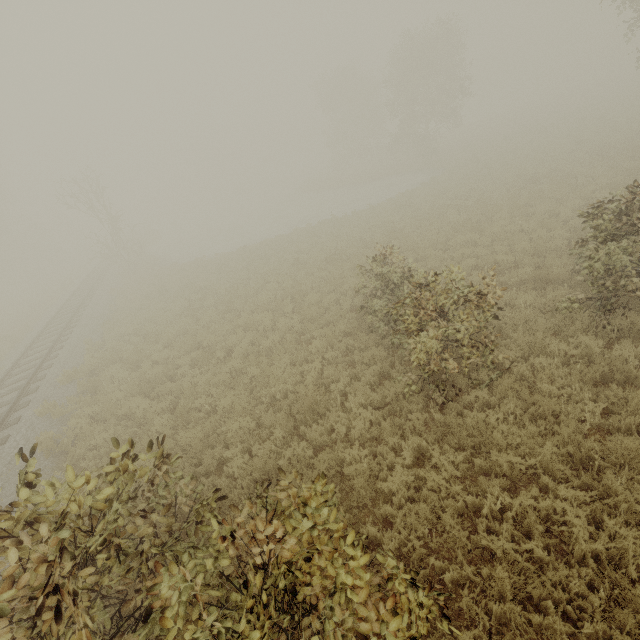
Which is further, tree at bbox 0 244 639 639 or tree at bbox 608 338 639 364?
tree at bbox 608 338 639 364

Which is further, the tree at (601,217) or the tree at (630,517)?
the tree at (601,217)

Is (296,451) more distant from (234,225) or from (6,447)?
(234,225)

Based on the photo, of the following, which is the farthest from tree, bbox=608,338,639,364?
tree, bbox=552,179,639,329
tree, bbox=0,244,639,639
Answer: tree, bbox=0,244,639,639

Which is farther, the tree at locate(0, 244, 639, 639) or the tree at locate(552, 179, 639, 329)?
the tree at locate(552, 179, 639, 329)

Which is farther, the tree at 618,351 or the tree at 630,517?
the tree at 618,351

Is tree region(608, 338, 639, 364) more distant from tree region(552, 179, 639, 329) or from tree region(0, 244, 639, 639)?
tree region(0, 244, 639, 639)
